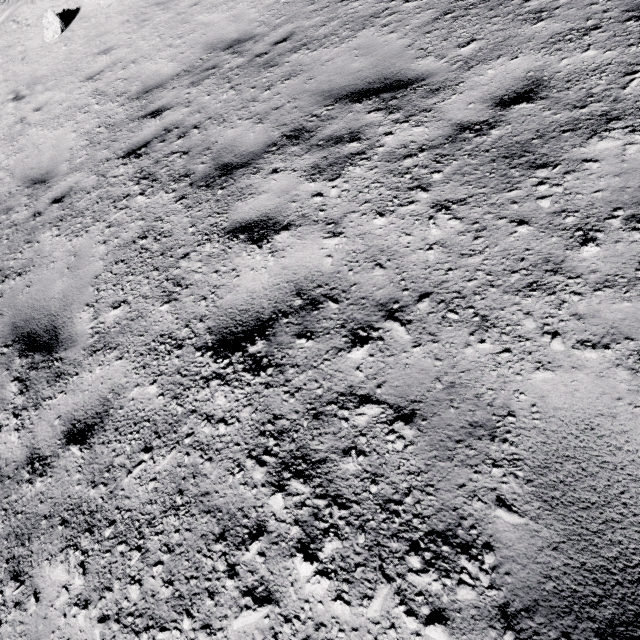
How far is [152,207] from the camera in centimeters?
362cm

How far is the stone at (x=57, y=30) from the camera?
8.6m

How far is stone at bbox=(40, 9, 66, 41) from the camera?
8.6 meters
